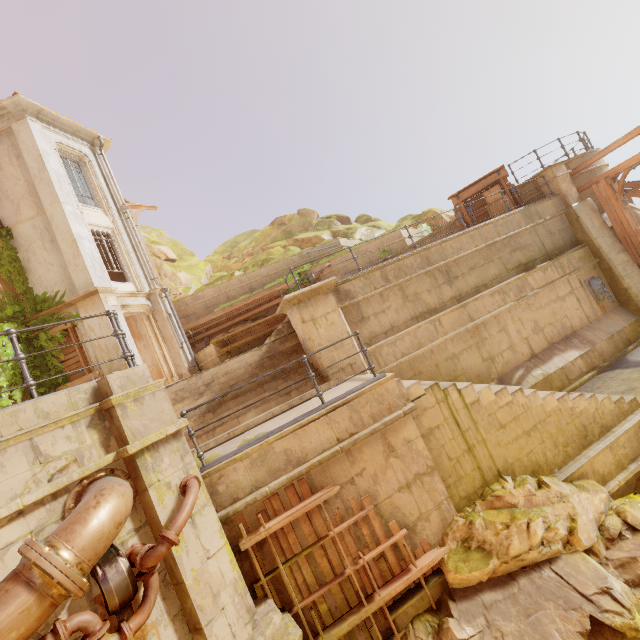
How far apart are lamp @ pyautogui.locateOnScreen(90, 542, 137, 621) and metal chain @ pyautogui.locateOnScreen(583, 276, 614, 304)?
14.4m

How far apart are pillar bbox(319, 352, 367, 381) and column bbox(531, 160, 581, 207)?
9.8 meters

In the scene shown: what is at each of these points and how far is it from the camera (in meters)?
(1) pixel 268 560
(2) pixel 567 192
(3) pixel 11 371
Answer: (1) building, 5.08
(2) column, 11.98
(3) plant, 11.45

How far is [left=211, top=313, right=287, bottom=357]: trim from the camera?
13.49m

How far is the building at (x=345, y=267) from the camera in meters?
17.2 m

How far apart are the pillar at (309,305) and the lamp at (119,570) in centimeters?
521cm

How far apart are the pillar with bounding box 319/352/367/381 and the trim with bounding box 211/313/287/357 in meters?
3.8

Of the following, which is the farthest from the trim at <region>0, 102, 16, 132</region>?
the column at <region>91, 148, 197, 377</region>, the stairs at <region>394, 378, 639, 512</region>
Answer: the stairs at <region>394, 378, 639, 512</region>
